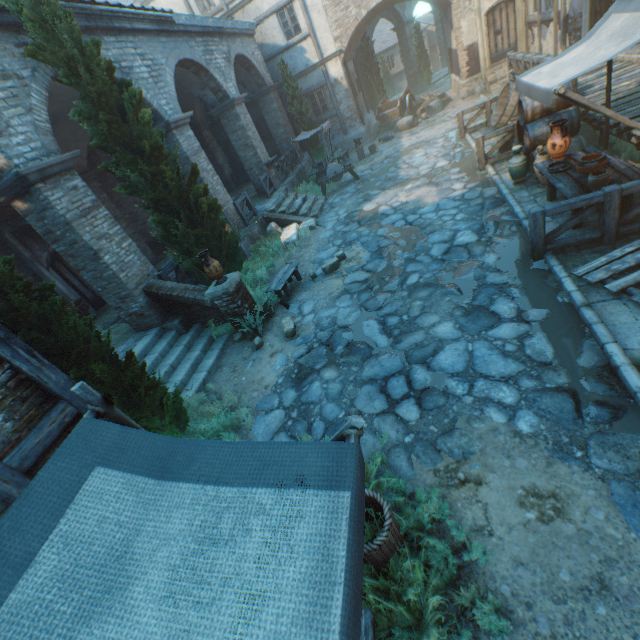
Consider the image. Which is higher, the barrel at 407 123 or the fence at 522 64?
the fence at 522 64

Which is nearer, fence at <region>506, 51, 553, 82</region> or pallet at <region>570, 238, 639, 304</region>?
pallet at <region>570, 238, 639, 304</region>

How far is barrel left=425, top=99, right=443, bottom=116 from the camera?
18.39m

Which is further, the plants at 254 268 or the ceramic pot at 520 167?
the plants at 254 268

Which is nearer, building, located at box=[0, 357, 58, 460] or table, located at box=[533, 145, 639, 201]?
building, located at box=[0, 357, 58, 460]

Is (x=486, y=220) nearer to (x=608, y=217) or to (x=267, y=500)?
(x=608, y=217)

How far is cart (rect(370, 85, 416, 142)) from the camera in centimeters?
1958cm

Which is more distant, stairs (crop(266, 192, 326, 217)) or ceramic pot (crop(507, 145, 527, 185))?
stairs (crop(266, 192, 326, 217))
